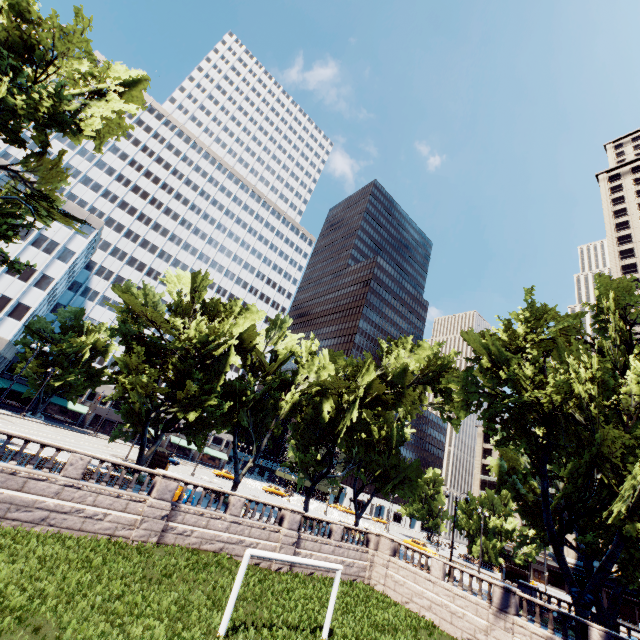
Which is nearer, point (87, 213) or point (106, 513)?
point (106, 513)

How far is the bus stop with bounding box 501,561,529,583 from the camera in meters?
46.1

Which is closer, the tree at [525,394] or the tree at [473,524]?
the tree at [525,394]

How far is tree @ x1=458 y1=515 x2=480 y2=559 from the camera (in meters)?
55.78

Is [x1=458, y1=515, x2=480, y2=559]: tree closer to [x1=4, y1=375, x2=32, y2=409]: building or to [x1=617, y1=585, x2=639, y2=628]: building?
[x1=4, y1=375, x2=32, y2=409]: building

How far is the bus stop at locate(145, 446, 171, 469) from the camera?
35.3 meters

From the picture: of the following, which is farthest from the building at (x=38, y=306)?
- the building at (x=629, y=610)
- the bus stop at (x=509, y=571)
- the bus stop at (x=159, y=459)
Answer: the building at (x=629, y=610)

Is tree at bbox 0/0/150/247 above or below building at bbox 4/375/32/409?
above
